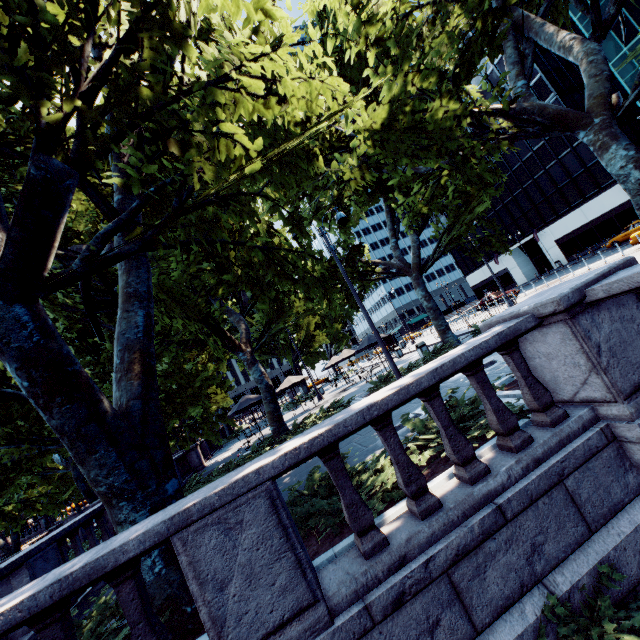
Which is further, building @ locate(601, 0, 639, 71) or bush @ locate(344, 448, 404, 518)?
building @ locate(601, 0, 639, 71)

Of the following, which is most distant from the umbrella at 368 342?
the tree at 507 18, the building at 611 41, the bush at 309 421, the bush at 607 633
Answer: the building at 611 41

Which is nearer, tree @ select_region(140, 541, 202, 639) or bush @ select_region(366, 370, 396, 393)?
tree @ select_region(140, 541, 202, 639)

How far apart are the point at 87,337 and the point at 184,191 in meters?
14.7

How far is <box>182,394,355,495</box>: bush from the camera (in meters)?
13.05

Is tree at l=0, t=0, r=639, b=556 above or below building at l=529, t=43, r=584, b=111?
below

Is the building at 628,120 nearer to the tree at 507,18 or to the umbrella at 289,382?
the tree at 507,18

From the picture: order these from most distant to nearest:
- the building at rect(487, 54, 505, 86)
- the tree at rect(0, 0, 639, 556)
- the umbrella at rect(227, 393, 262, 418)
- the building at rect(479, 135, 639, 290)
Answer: the building at rect(487, 54, 505, 86) < the building at rect(479, 135, 639, 290) < the umbrella at rect(227, 393, 262, 418) < the tree at rect(0, 0, 639, 556)
